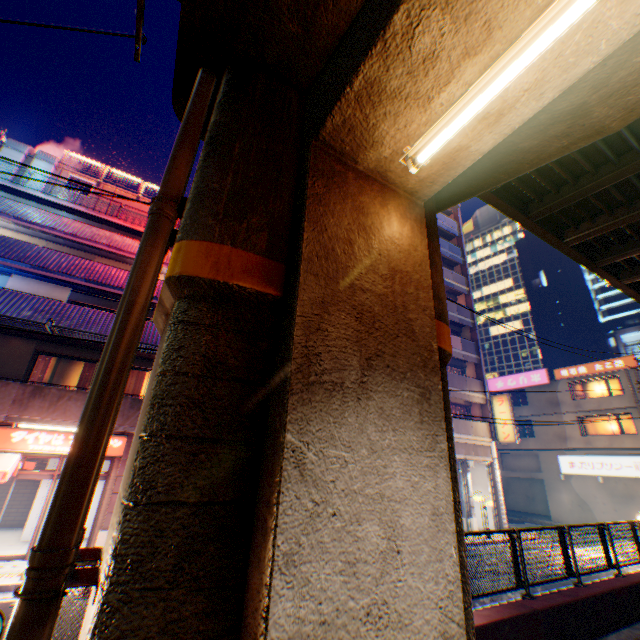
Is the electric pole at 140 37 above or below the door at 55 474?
above

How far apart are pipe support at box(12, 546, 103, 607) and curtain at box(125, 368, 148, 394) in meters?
13.4

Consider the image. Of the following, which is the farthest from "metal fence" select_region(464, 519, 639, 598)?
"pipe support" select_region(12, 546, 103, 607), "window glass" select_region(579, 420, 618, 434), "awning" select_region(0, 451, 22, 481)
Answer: "window glass" select_region(579, 420, 618, 434)

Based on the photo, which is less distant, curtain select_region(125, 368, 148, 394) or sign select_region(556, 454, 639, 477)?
curtain select_region(125, 368, 148, 394)

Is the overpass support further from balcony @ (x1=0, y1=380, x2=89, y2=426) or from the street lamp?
balcony @ (x1=0, y1=380, x2=89, y2=426)

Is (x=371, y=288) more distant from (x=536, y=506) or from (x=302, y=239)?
(x=536, y=506)

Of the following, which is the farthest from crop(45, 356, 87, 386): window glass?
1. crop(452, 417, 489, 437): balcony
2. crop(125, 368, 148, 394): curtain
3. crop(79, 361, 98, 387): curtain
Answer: crop(452, 417, 489, 437): balcony

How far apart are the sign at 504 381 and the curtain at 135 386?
33.22m
